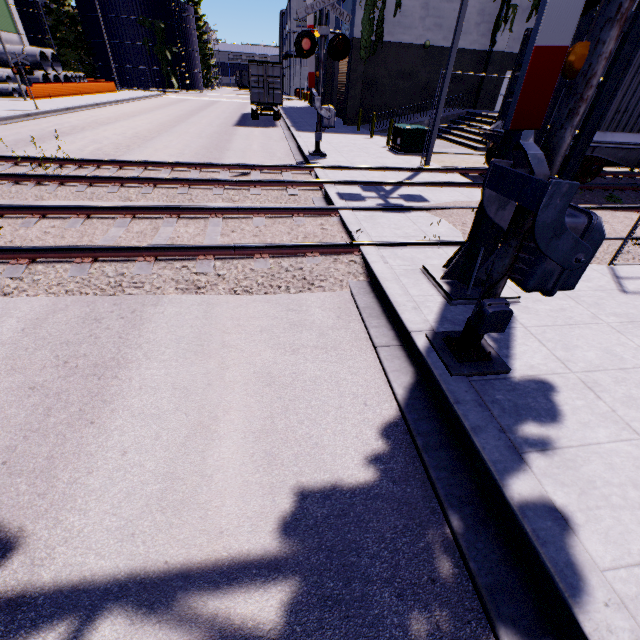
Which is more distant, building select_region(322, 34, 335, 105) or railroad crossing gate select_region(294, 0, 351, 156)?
building select_region(322, 34, 335, 105)

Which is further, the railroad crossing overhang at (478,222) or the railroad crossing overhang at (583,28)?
the railroad crossing overhang at (478,222)

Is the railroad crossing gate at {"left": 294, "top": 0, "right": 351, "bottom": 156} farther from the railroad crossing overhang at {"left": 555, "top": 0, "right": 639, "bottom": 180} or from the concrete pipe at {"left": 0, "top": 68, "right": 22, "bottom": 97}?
the concrete pipe at {"left": 0, "top": 68, "right": 22, "bottom": 97}

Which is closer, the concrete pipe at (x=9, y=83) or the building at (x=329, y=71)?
the concrete pipe at (x=9, y=83)

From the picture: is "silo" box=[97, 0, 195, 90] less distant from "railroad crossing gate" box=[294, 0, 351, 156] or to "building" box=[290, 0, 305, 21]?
"building" box=[290, 0, 305, 21]

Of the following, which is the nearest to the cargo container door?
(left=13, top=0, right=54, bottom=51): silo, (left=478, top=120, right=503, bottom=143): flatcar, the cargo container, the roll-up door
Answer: the cargo container

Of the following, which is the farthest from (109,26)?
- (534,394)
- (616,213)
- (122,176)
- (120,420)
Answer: (534,394)

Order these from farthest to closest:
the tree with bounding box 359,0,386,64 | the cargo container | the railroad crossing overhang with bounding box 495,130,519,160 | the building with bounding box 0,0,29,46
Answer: the building with bounding box 0,0,29,46 → the tree with bounding box 359,0,386,64 → the cargo container → the railroad crossing overhang with bounding box 495,130,519,160
